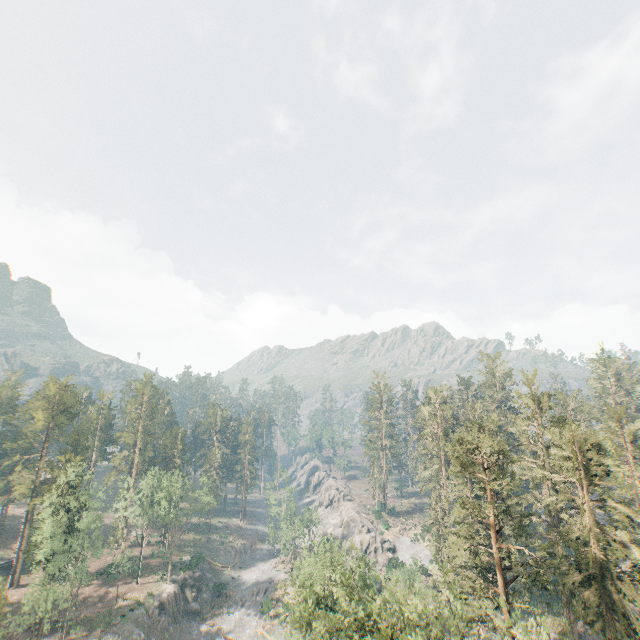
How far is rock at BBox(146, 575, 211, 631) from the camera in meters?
50.4

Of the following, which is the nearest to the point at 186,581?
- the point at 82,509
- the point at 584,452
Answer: the point at 82,509

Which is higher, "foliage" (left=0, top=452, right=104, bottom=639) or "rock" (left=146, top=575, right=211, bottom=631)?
"foliage" (left=0, top=452, right=104, bottom=639)

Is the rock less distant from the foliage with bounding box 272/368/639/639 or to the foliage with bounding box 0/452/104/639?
the foliage with bounding box 0/452/104/639

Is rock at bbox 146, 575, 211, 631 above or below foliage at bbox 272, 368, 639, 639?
below

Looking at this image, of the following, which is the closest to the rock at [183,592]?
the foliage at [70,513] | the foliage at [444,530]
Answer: the foliage at [70,513]

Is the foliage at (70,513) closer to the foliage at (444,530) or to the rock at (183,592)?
the rock at (183,592)

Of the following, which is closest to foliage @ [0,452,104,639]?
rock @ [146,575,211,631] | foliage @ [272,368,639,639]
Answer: rock @ [146,575,211,631]
